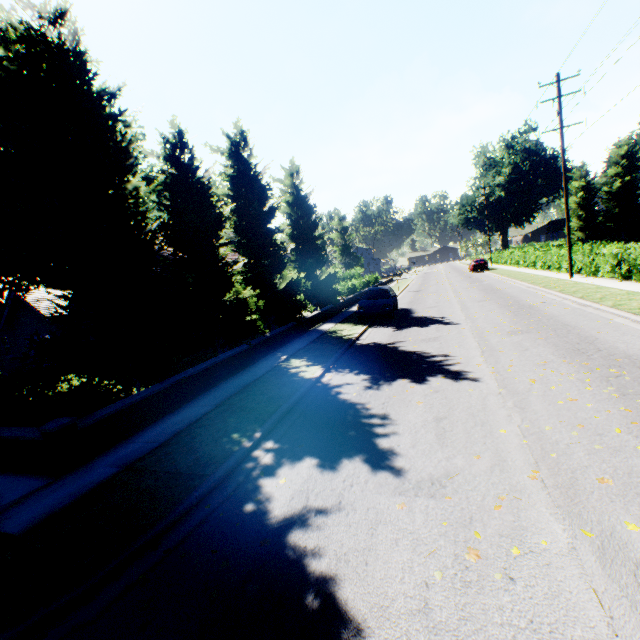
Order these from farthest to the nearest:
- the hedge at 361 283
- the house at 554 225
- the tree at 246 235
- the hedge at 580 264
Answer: the house at 554 225 < the hedge at 361 283 < the hedge at 580 264 < the tree at 246 235

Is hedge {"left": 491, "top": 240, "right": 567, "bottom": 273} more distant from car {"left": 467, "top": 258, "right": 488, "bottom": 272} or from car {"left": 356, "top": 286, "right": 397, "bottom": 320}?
car {"left": 356, "top": 286, "right": 397, "bottom": 320}

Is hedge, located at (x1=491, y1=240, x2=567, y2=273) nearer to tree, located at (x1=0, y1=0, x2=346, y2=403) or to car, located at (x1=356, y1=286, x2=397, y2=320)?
tree, located at (x1=0, y1=0, x2=346, y2=403)

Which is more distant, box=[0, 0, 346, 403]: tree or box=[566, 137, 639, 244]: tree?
box=[566, 137, 639, 244]: tree

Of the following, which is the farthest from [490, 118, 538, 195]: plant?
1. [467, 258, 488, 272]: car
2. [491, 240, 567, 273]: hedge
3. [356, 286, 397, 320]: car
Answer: [356, 286, 397, 320]: car

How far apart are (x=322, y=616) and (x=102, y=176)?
10.76m

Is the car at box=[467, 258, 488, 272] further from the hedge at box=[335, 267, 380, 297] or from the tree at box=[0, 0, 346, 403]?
the tree at box=[0, 0, 346, 403]

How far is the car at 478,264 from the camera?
39.48m
